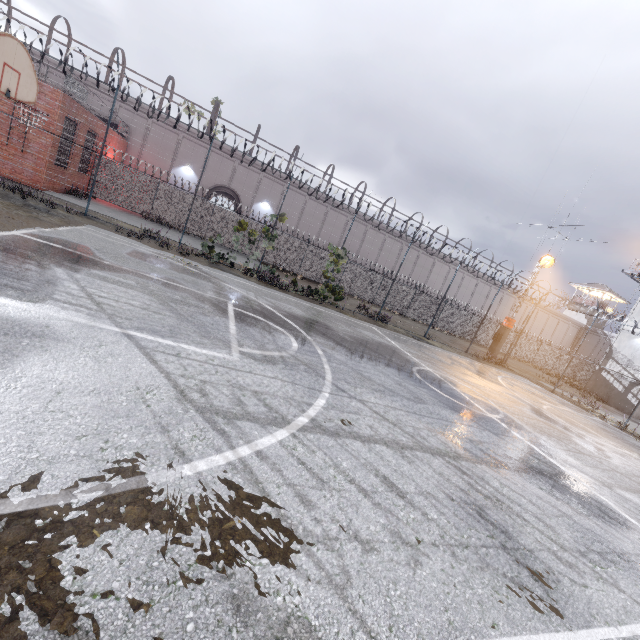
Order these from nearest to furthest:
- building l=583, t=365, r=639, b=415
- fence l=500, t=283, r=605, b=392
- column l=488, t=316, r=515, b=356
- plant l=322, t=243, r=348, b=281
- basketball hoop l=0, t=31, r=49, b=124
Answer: basketball hoop l=0, t=31, r=49, b=124, plant l=322, t=243, r=348, b=281, fence l=500, t=283, r=605, b=392, column l=488, t=316, r=515, b=356, building l=583, t=365, r=639, b=415

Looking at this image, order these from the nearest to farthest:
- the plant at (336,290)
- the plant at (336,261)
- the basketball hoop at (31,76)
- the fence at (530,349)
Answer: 1. the basketball hoop at (31,76)
2. the plant at (336,290)
3. the plant at (336,261)
4. the fence at (530,349)

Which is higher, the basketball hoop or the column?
the basketball hoop

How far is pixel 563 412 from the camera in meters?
15.0 m

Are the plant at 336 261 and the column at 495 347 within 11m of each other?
no

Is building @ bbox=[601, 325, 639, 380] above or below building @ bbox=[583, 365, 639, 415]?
above

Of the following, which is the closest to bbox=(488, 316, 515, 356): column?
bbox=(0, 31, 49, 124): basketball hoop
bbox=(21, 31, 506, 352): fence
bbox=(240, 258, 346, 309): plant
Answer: bbox=(21, 31, 506, 352): fence

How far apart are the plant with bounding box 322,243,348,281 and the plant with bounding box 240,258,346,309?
1.3m
